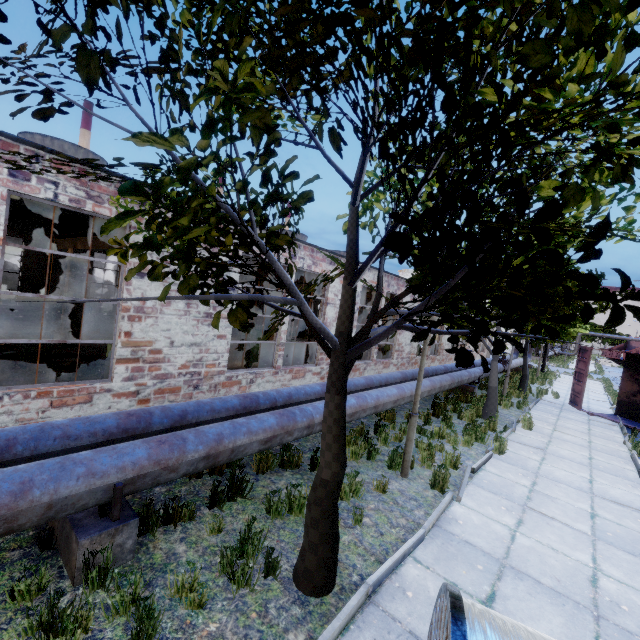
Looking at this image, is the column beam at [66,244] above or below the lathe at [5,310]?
above

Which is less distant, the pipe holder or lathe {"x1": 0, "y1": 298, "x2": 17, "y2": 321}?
the pipe holder

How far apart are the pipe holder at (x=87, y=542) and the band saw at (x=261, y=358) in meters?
5.3

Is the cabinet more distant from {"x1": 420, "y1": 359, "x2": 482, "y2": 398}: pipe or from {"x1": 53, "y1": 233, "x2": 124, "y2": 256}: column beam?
{"x1": 53, "y1": 233, "x2": 124, "y2": 256}: column beam

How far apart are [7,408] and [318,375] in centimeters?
787cm

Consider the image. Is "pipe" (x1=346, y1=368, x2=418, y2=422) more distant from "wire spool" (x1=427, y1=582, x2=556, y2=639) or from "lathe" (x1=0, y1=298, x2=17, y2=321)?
"lathe" (x1=0, y1=298, x2=17, y2=321)

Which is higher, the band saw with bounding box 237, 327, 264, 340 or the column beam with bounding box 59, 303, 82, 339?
the band saw with bounding box 237, 327, 264, 340

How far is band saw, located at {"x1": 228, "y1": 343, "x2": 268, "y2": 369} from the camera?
10.00m
